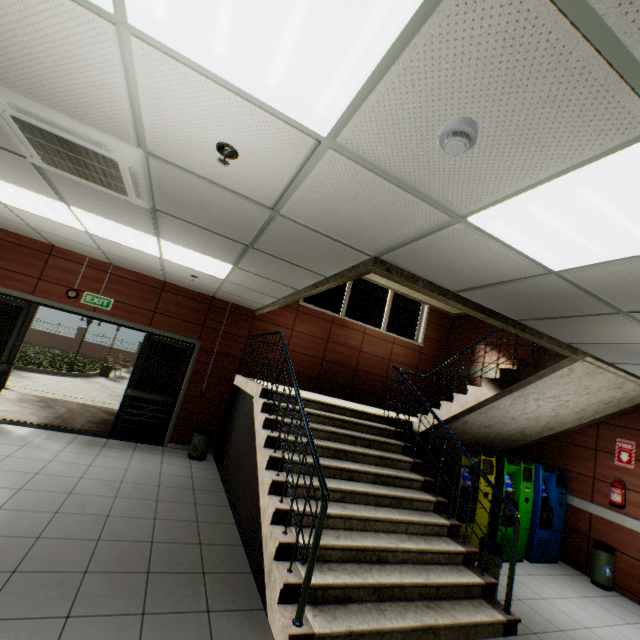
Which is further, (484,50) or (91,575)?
(91,575)

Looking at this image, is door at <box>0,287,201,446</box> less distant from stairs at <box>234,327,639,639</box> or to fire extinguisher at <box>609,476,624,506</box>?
stairs at <box>234,327,639,639</box>

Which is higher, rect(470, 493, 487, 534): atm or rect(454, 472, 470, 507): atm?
rect(454, 472, 470, 507): atm

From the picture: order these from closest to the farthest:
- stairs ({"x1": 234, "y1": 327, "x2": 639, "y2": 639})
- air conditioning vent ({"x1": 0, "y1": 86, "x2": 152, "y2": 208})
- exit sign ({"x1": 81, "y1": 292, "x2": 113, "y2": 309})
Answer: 1. air conditioning vent ({"x1": 0, "y1": 86, "x2": 152, "y2": 208})
2. stairs ({"x1": 234, "y1": 327, "x2": 639, "y2": 639})
3. exit sign ({"x1": 81, "y1": 292, "x2": 113, "y2": 309})

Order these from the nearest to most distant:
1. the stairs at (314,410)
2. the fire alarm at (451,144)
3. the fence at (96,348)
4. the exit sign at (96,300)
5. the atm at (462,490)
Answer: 1. the fire alarm at (451,144)
2. the stairs at (314,410)
3. the atm at (462,490)
4. the exit sign at (96,300)
5. the fence at (96,348)

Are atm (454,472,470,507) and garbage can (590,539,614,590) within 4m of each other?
yes

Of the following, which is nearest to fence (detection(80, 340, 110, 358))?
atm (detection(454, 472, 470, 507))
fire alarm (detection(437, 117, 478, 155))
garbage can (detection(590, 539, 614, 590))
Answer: atm (detection(454, 472, 470, 507))

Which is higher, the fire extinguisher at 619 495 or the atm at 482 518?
the fire extinguisher at 619 495
